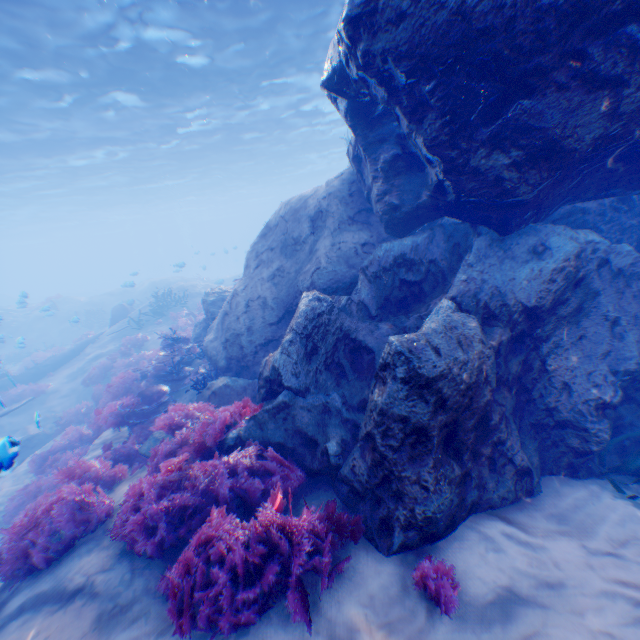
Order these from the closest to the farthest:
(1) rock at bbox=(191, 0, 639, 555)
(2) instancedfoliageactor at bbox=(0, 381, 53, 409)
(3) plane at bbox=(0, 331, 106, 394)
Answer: (1) rock at bbox=(191, 0, 639, 555) < (2) instancedfoliageactor at bbox=(0, 381, 53, 409) < (3) plane at bbox=(0, 331, 106, 394)

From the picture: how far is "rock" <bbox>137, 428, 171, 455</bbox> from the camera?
6.5 meters

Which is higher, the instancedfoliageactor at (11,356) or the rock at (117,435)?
Result: the rock at (117,435)

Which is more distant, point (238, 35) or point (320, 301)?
point (238, 35)

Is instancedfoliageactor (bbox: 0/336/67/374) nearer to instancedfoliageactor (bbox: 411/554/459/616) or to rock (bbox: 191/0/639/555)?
rock (bbox: 191/0/639/555)

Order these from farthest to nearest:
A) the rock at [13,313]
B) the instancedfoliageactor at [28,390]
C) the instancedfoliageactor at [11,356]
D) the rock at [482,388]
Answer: the instancedfoliageactor at [11,356] → the rock at [13,313] → the instancedfoliageactor at [28,390] → the rock at [482,388]

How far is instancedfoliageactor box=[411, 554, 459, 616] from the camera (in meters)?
2.88

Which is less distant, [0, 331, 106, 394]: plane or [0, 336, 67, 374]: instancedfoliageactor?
[0, 331, 106, 394]: plane
